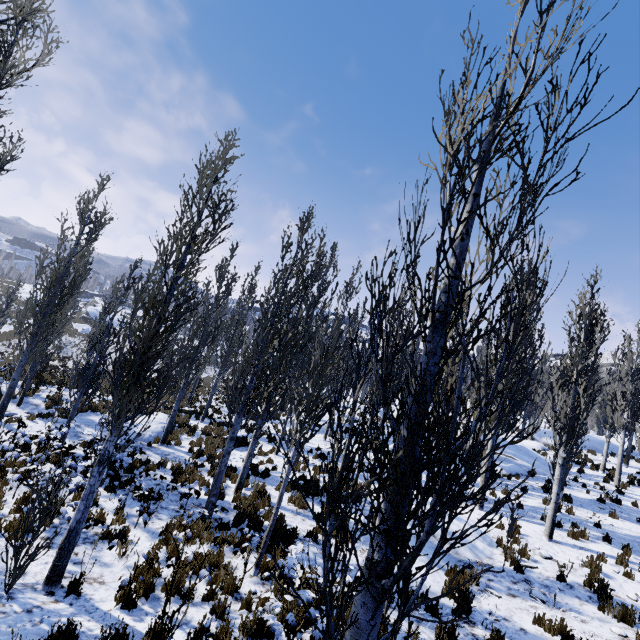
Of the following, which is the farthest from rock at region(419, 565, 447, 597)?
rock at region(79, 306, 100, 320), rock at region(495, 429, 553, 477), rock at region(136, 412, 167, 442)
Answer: rock at region(79, 306, 100, 320)

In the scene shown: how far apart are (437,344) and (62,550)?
7.38m

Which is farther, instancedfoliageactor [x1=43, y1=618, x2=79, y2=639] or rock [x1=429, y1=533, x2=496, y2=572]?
rock [x1=429, y1=533, x2=496, y2=572]

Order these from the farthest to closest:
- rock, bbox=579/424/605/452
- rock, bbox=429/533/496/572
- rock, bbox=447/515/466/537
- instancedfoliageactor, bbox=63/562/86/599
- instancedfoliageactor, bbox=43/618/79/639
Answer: rock, bbox=579/424/605/452, rock, bbox=447/515/466/537, rock, bbox=429/533/496/572, instancedfoliageactor, bbox=63/562/86/599, instancedfoliageactor, bbox=43/618/79/639

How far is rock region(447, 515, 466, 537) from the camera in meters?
9.9 m

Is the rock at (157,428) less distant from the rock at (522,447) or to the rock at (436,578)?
the rock at (436,578)

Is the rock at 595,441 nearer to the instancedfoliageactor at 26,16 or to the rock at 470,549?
the instancedfoliageactor at 26,16

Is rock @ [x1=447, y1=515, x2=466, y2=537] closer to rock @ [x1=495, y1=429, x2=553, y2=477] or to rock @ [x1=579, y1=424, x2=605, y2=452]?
rock @ [x1=495, y1=429, x2=553, y2=477]
